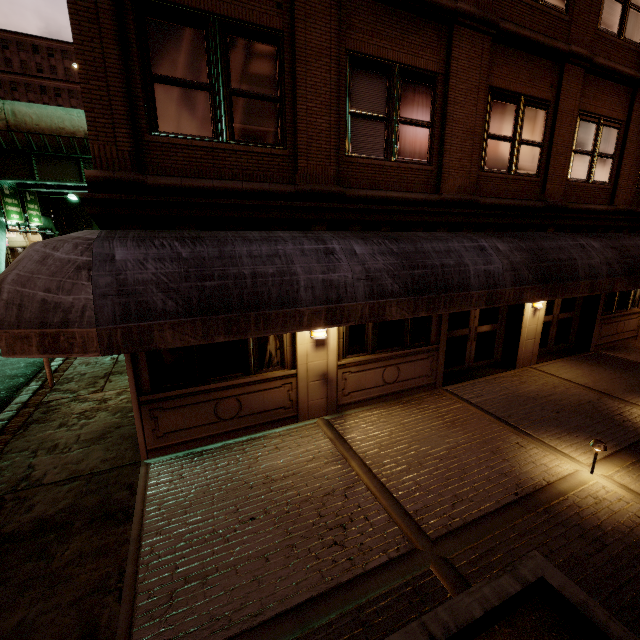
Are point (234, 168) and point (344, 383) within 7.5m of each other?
yes

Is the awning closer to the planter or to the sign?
the planter

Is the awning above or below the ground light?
above

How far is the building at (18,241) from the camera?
46.53m

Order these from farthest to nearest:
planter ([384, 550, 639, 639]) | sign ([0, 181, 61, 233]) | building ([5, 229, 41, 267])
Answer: building ([5, 229, 41, 267]) < sign ([0, 181, 61, 233]) < planter ([384, 550, 639, 639])

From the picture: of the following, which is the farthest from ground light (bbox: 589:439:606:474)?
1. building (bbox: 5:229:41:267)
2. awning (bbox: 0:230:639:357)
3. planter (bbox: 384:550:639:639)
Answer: building (bbox: 5:229:41:267)

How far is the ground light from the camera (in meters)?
5.17

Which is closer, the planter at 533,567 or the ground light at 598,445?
the planter at 533,567
